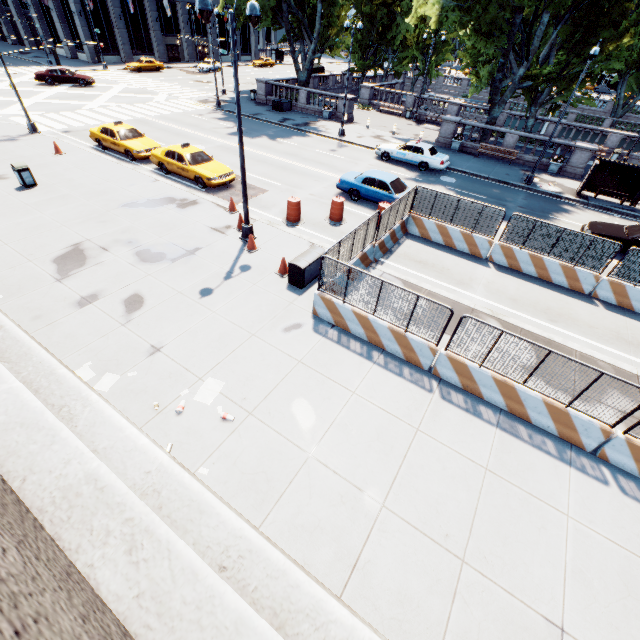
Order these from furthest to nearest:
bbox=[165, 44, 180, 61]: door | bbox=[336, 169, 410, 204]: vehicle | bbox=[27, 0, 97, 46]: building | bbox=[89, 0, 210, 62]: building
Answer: bbox=[165, 44, 180, 61]: door < bbox=[89, 0, 210, 62]: building < bbox=[27, 0, 97, 46]: building < bbox=[336, 169, 410, 204]: vehicle

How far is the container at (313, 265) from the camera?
10.9m

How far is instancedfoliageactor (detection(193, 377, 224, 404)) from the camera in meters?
7.8

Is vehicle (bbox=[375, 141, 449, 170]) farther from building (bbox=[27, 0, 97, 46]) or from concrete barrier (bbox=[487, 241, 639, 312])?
building (bbox=[27, 0, 97, 46])

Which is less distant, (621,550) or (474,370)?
(621,550)

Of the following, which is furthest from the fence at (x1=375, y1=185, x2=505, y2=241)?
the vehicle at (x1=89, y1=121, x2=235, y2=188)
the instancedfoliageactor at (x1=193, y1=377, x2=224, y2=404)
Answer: the vehicle at (x1=89, y1=121, x2=235, y2=188)

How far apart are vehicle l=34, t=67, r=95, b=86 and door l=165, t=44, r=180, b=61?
26.7m

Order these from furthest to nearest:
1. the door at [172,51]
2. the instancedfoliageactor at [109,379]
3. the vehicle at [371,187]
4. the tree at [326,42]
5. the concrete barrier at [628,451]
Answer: the door at [172,51]
the tree at [326,42]
the vehicle at [371,187]
the instancedfoliageactor at [109,379]
the concrete barrier at [628,451]
